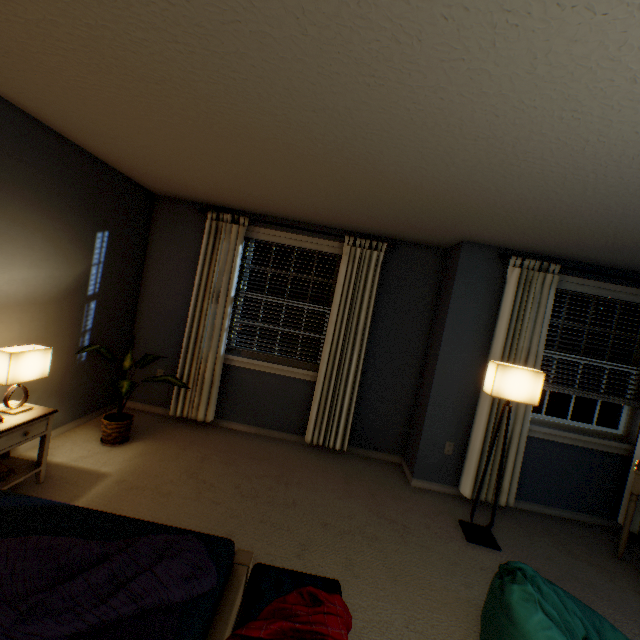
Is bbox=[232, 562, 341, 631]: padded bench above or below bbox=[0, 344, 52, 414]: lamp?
below

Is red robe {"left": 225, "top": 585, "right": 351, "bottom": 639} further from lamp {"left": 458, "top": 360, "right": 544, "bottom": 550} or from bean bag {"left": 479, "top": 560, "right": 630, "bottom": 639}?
lamp {"left": 458, "top": 360, "right": 544, "bottom": 550}

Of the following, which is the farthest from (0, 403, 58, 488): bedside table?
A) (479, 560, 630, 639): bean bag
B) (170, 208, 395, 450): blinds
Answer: (479, 560, 630, 639): bean bag

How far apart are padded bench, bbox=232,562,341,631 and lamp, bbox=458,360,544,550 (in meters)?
1.65

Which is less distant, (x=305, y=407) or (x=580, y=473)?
(x=580, y=473)

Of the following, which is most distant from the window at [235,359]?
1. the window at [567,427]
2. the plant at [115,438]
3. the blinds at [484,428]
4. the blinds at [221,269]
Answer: the window at [567,427]

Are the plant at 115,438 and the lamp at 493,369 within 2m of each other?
no

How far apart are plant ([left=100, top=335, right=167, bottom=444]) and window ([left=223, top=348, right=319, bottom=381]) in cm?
93
